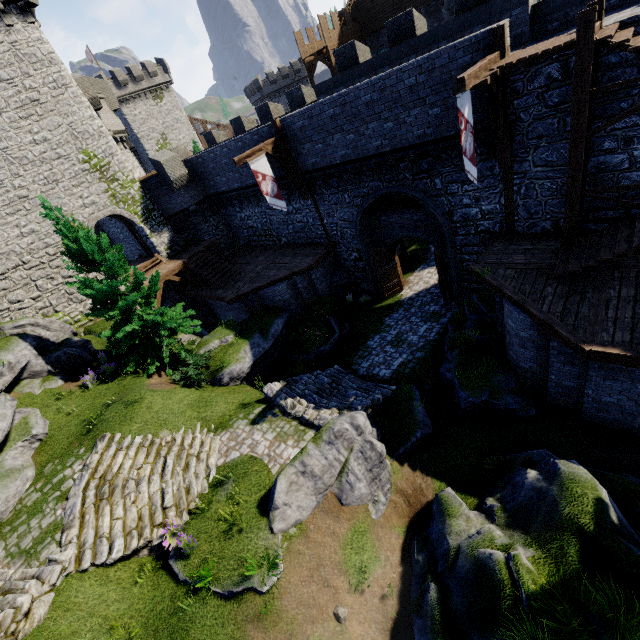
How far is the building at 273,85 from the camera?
58.1m

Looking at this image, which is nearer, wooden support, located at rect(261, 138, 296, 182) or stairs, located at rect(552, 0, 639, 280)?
stairs, located at rect(552, 0, 639, 280)

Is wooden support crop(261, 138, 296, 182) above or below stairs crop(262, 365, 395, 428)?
above

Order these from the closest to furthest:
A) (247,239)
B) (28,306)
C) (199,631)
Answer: (199,631), (28,306), (247,239)

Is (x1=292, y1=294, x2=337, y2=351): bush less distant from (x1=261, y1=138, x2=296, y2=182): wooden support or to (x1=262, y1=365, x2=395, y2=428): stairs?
(x1=262, y1=365, x2=395, y2=428): stairs

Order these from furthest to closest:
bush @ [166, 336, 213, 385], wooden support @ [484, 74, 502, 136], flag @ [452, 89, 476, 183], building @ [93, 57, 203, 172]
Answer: building @ [93, 57, 203, 172] < bush @ [166, 336, 213, 385] < wooden support @ [484, 74, 502, 136] < flag @ [452, 89, 476, 183]

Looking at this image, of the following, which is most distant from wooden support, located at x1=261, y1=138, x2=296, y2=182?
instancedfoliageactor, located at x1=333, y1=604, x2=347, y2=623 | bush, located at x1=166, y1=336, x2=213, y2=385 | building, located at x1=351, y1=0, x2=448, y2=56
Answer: building, located at x1=351, y1=0, x2=448, y2=56

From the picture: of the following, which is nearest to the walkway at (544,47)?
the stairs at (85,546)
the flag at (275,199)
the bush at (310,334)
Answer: the flag at (275,199)
